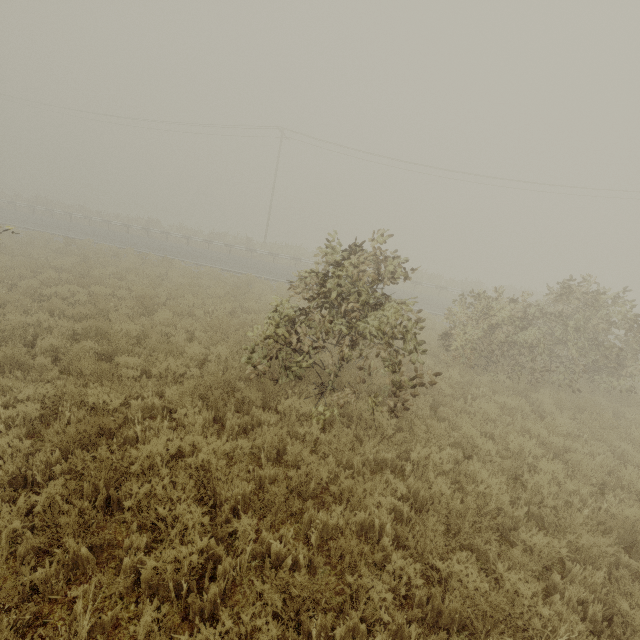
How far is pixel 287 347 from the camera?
6.91m
